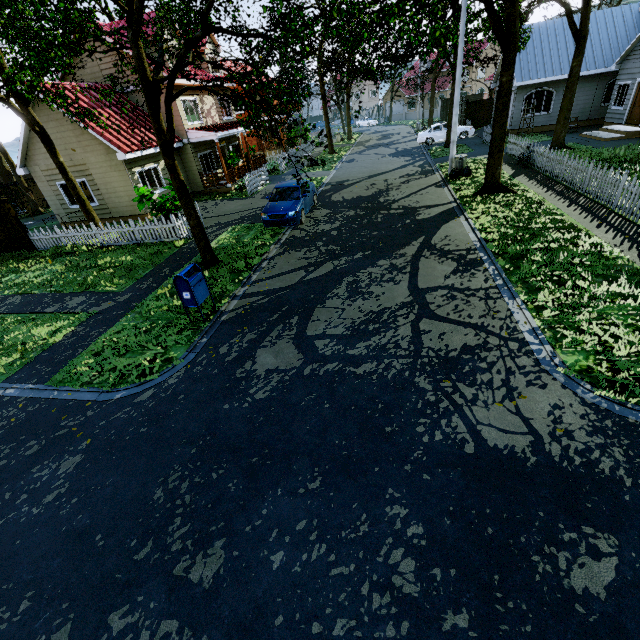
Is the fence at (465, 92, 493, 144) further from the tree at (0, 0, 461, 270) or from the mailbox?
the mailbox

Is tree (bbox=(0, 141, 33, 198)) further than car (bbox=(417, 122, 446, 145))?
No

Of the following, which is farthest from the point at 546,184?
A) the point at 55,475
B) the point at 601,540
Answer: the point at 55,475

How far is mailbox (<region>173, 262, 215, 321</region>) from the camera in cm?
754

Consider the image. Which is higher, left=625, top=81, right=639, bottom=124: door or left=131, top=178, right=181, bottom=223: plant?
left=131, top=178, right=181, bottom=223: plant

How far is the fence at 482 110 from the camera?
24.22m

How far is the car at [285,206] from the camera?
13.08m

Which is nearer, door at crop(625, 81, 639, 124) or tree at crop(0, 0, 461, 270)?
tree at crop(0, 0, 461, 270)
